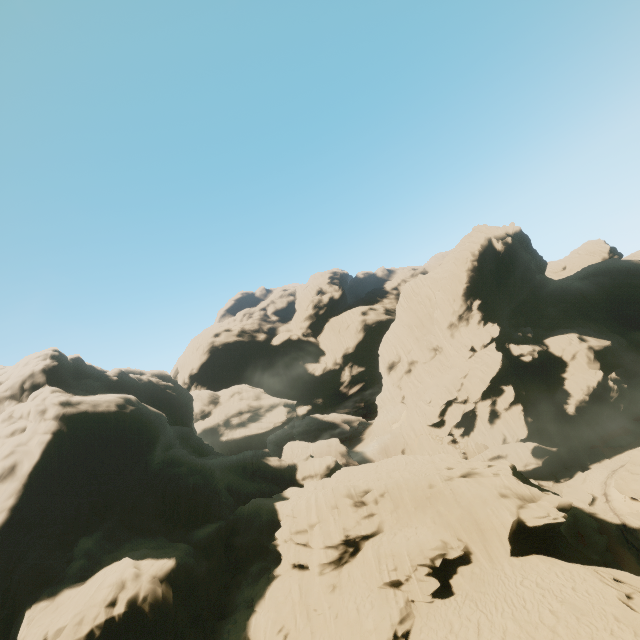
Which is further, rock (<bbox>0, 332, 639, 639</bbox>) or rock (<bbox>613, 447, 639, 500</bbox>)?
rock (<bbox>613, 447, 639, 500</bbox>)

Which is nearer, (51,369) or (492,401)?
(51,369)

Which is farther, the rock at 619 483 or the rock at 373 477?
the rock at 619 483

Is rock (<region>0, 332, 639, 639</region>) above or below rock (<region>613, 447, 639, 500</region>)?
above

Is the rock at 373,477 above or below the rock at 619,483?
above
